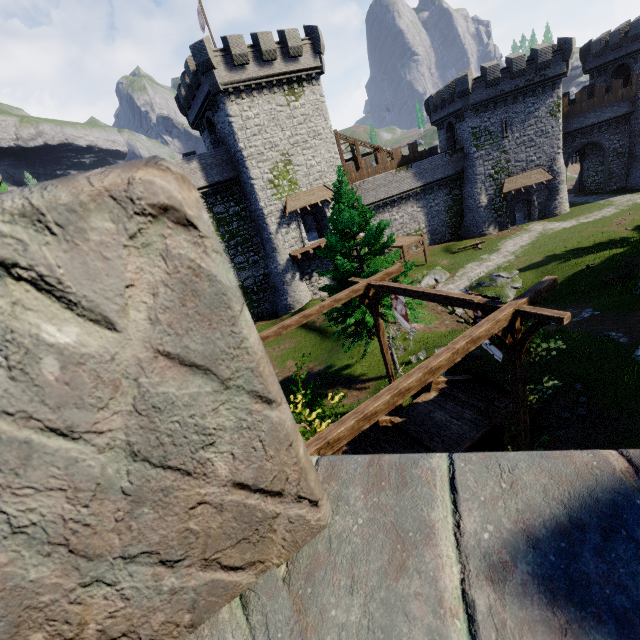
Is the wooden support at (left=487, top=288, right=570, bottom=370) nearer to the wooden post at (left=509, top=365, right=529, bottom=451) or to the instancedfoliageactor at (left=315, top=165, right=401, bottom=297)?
the wooden post at (left=509, top=365, right=529, bottom=451)

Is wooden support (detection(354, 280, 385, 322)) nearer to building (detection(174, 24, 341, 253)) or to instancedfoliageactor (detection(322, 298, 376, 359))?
instancedfoliageactor (detection(322, 298, 376, 359))

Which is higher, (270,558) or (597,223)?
(270,558)

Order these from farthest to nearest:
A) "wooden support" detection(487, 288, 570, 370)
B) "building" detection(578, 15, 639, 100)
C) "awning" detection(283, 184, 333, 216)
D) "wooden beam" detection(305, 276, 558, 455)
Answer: "building" detection(578, 15, 639, 100)
"awning" detection(283, 184, 333, 216)
"wooden support" detection(487, 288, 570, 370)
"wooden beam" detection(305, 276, 558, 455)

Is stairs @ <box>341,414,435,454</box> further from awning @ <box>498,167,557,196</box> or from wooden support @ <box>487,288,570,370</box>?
awning @ <box>498,167,557,196</box>

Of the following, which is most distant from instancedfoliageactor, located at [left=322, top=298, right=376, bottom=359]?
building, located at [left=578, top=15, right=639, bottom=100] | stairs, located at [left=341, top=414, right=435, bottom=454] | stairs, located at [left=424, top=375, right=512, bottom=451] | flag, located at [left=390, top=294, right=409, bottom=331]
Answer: building, located at [left=578, top=15, right=639, bottom=100]

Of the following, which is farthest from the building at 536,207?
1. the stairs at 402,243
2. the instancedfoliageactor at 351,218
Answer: the instancedfoliageactor at 351,218

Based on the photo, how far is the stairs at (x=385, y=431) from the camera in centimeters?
1051cm
